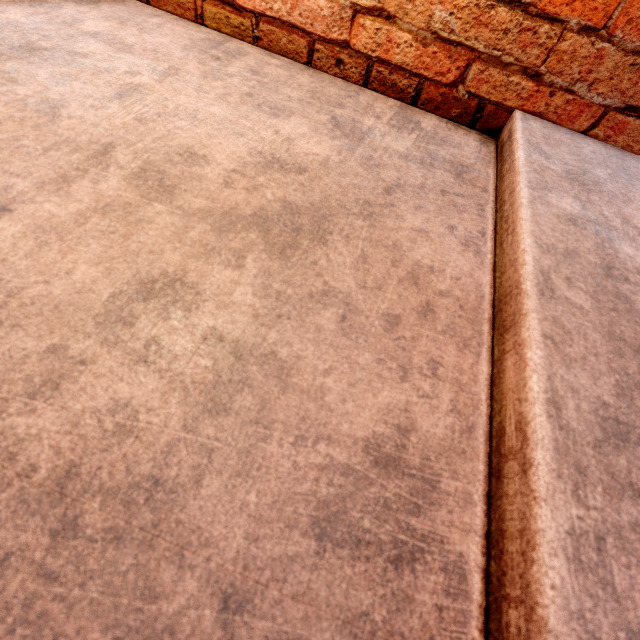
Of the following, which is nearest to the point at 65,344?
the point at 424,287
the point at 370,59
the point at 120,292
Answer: the point at 120,292
